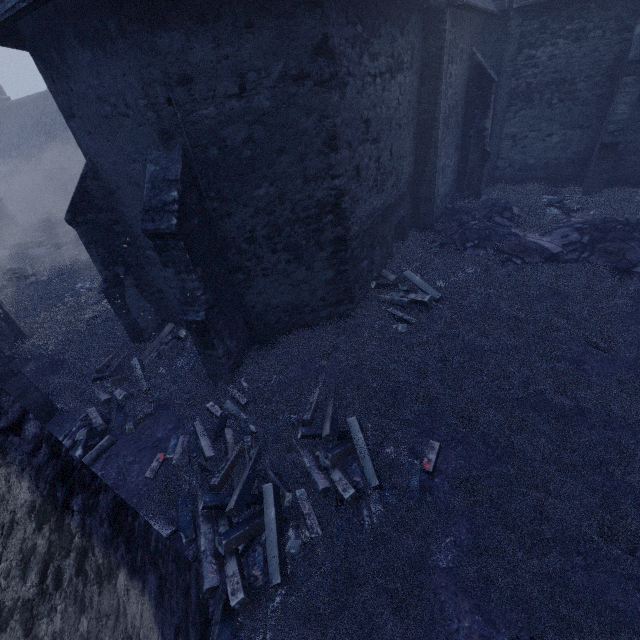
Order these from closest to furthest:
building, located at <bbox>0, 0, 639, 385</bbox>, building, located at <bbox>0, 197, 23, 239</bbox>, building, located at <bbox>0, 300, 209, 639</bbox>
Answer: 1. building, located at <bbox>0, 300, 209, 639</bbox>
2. building, located at <bbox>0, 0, 639, 385</bbox>
3. building, located at <bbox>0, 197, 23, 239</bbox>

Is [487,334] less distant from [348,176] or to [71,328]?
[348,176]

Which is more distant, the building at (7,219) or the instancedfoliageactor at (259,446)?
the building at (7,219)

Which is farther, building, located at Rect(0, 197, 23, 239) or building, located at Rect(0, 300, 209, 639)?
building, located at Rect(0, 197, 23, 239)

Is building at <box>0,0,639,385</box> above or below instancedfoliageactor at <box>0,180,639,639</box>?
above

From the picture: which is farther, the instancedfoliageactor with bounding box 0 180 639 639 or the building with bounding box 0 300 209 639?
the instancedfoliageactor with bounding box 0 180 639 639

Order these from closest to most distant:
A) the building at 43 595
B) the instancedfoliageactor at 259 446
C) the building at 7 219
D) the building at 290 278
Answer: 1. the building at 43 595
2. the instancedfoliageactor at 259 446
3. the building at 290 278
4. the building at 7 219
